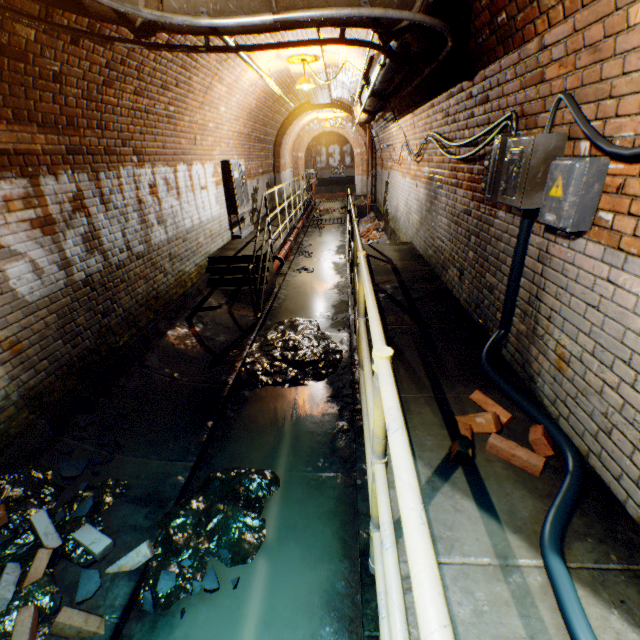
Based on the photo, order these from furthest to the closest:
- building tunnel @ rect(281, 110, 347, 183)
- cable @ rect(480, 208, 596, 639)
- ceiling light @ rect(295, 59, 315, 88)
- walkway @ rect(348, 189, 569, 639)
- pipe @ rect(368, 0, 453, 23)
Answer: building tunnel @ rect(281, 110, 347, 183) → ceiling light @ rect(295, 59, 315, 88) → pipe @ rect(368, 0, 453, 23) → cable @ rect(480, 208, 596, 639) → walkway @ rect(348, 189, 569, 639)

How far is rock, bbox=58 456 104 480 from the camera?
2.9m

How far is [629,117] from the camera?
1.6 meters

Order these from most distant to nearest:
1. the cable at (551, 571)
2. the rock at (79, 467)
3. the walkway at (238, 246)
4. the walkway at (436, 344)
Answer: the walkway at (238, 246)
the rock at (79, 467)
the cable at (551, 571)
the walkway at (436, 344)

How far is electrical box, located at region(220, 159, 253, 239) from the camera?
8.02m

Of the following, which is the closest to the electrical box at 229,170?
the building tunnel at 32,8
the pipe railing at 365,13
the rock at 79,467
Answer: the building tunnel at 32,8

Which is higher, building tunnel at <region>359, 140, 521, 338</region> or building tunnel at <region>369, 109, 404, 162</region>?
building tunnel at <region>369, 109, 404, 162</region>

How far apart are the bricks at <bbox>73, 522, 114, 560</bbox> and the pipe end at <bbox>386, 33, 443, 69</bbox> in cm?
452
